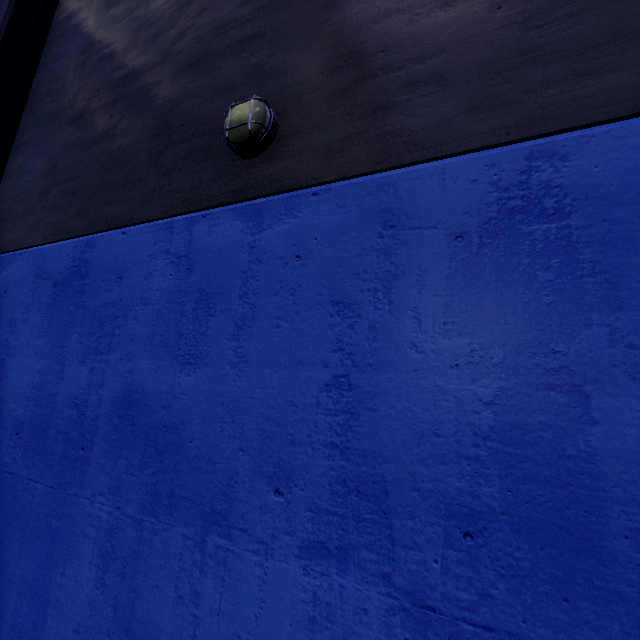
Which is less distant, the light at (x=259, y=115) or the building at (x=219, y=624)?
the building at (x=219, y=624)

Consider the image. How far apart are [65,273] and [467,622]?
4.35m

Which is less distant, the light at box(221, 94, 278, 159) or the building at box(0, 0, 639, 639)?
the building at box(0, 0, 639, 639)

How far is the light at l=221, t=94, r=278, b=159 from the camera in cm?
250

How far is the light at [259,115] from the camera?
2.5m
